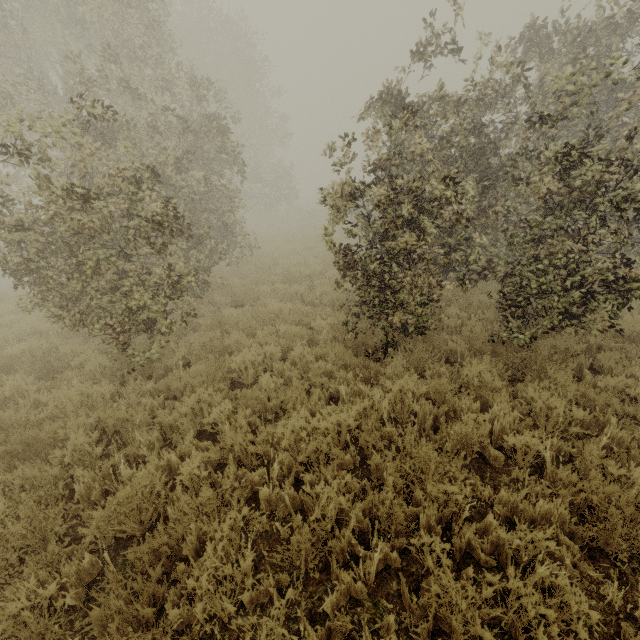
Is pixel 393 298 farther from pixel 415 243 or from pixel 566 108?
pixel 566 108
